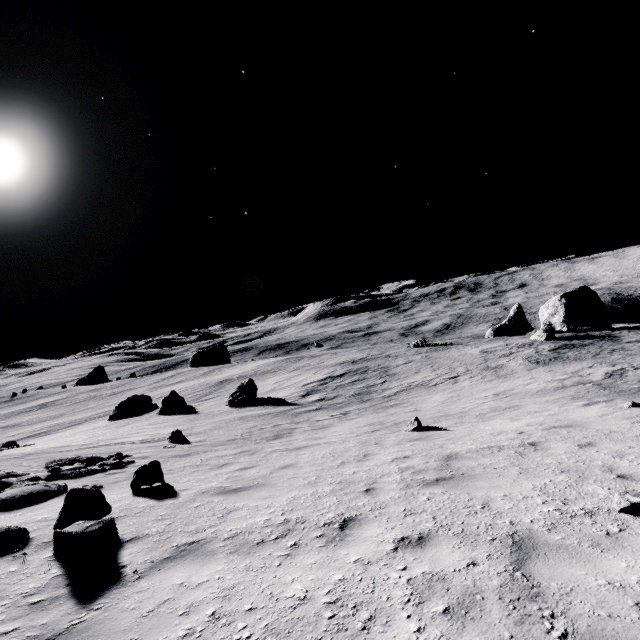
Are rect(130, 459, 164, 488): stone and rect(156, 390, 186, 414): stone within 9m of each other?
no

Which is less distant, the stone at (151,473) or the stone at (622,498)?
the stone at (622,498)

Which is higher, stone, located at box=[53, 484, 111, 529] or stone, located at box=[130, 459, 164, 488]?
stone, located at box=[53, 484, 111, 529]

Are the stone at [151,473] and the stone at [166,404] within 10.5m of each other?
no

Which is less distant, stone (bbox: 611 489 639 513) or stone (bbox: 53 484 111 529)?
stone (bbox: 611 489 639 513)

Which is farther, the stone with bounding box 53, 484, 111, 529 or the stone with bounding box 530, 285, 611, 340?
the stone with bounding box 530, 285, 611, 340

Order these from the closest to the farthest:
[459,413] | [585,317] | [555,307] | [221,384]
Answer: [459,413] < [585,317] < [555,307] < [221,384]

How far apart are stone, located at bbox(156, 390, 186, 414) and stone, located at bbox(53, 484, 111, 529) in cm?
2798
